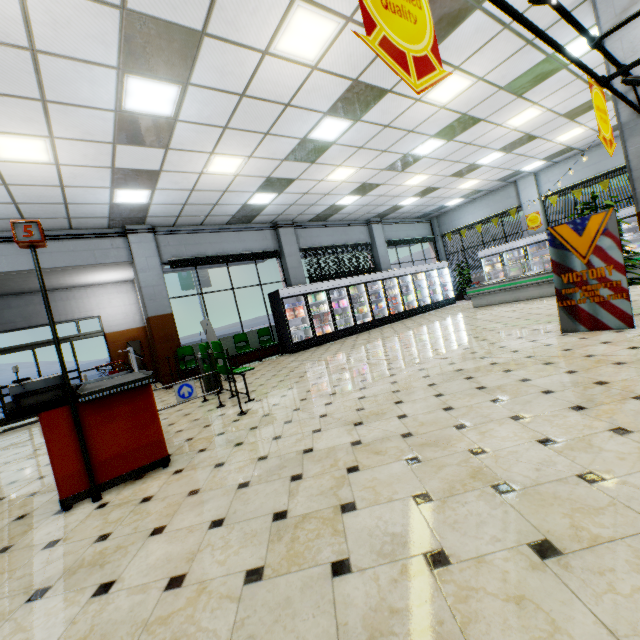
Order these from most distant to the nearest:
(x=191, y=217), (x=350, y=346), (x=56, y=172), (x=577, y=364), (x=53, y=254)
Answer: (x=191, y=217) → (x=350, y=346) → (x=53, y=254) → (x=56, y=172) → (x=577, y=364)

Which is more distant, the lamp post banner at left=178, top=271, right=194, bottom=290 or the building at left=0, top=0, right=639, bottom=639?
the lamp post banner at left=178, top=271, right=194, bottom=290

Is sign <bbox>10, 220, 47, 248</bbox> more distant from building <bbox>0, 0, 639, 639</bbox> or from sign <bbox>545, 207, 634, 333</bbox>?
sign <bbox>545, 207, 634, 333</bbox>

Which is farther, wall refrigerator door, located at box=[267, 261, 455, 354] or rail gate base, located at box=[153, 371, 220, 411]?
wall refrigerator door, located at box=[267, 261, 455, 354]

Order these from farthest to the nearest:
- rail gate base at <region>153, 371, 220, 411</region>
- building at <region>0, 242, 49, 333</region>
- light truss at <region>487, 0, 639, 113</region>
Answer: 1. building at <region>0, 242, 49, 333</region>
2. rail gate base at <region>153, 371, 220, 411</region>
3. light truss at <region>487, 0, 639, 113</region>

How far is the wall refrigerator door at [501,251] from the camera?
13.69m

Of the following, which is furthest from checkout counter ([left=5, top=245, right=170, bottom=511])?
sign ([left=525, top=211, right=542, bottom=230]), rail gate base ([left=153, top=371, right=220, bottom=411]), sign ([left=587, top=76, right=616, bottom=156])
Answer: sign ([left=525, top=211, right=542, bottom=230])

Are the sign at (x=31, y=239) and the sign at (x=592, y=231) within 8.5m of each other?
yes
